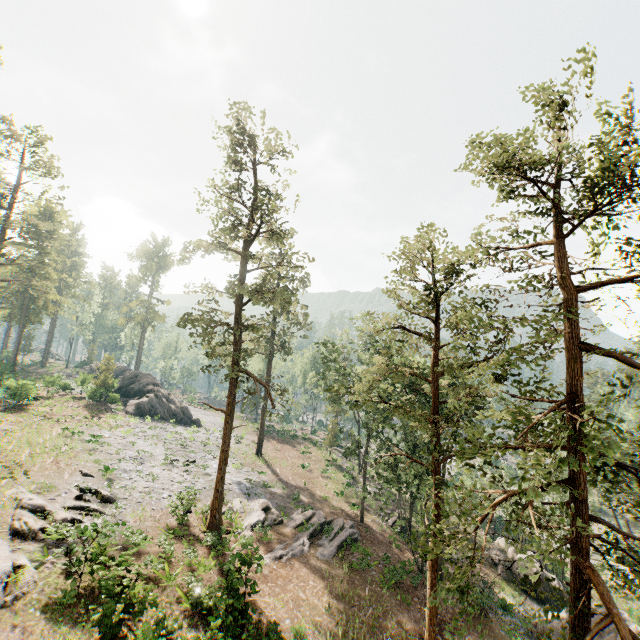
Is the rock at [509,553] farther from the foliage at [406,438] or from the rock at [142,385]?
the rock at [142,385]

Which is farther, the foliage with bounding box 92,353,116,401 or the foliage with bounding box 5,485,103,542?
the foliage with bounding box 92,353,116,401

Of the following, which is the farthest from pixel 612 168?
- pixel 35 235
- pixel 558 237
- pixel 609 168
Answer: pixel 35 235

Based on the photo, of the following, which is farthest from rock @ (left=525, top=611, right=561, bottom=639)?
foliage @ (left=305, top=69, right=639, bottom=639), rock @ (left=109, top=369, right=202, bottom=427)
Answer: rock @ (left=109, top=369, right=202, bottom=427)

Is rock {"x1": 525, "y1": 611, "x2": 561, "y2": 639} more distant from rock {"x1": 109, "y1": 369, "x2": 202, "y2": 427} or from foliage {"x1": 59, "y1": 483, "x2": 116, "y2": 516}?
rock {"x1": 109, "y1": 369, "x2": 202, "y2": 427}

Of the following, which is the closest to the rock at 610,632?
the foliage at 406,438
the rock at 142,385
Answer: the foliage at 406,438
